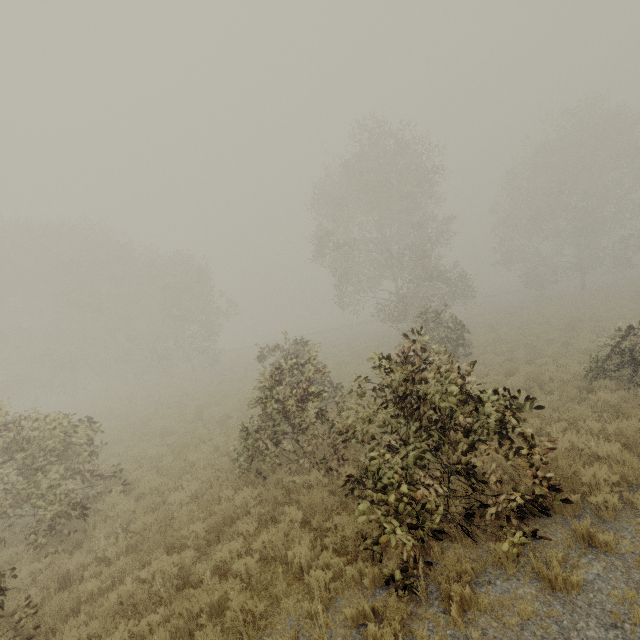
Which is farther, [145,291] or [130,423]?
[145,291]
